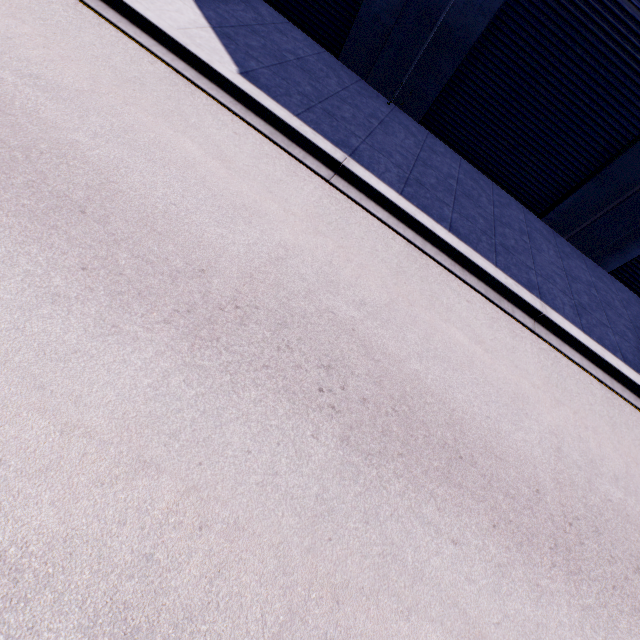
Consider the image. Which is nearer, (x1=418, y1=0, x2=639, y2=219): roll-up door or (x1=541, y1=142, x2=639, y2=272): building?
(x1=418, y1=0, x2=639, y2=219): roll-up door

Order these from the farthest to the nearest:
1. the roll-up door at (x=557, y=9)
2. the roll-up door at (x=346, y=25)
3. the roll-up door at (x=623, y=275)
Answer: the roll-up door at (x=623, y=275)
the roll-up door at (x=346, y=25)
the roll-up door at (x=557, y=9)

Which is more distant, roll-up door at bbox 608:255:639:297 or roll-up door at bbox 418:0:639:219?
roll-up door at bbox 608:255:639:297

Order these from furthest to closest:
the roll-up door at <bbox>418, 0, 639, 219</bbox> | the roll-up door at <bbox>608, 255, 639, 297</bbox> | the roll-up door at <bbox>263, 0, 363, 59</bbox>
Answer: the roll-up door at <bbox>608, 255, 639, 297</bbox>, the roll-up door at <bbox>263, 0, 363, 59</bbox>, the roll-up door at <bbox>418, 0, 639, 219</bbox>

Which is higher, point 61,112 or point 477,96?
point 477,96

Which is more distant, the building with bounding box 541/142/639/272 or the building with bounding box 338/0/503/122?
the building with bounding box 541/142/639/272

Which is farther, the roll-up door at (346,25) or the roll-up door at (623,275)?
the roll-up door at (623,275)
